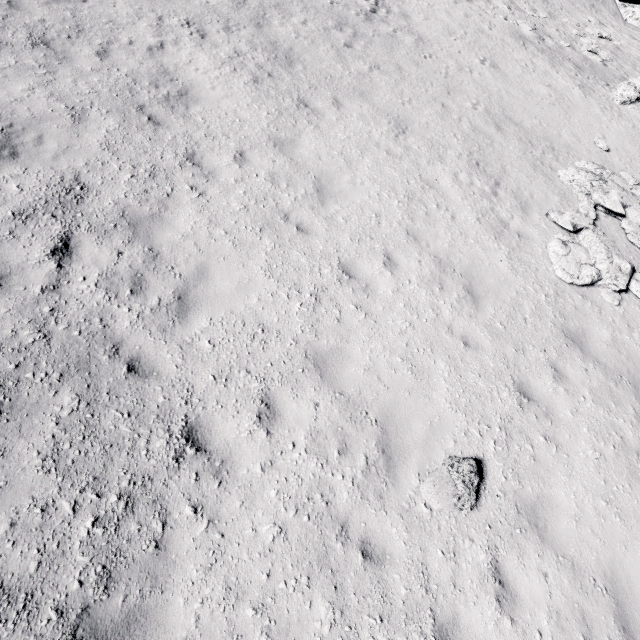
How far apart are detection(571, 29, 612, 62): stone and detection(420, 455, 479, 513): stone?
24.7 meters

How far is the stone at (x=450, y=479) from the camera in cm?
483

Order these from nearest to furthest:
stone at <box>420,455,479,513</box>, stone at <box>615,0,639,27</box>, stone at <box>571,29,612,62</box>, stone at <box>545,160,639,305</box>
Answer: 1. stone at <box>420,455,479,513</box>
2. stone at <box>545,160,639,305</box>
3. stone at <box>571,29,612,62</box>
4. stone at <box>615,0,639,27</box>

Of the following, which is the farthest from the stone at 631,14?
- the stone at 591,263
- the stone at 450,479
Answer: the stone at 450,479

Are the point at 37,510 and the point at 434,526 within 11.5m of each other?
yes

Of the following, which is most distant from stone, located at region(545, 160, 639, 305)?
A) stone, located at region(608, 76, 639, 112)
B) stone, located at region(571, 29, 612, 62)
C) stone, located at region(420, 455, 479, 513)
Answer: stone, located at region(571, 29, 612, 62)

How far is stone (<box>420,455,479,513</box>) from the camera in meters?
4.8 m
